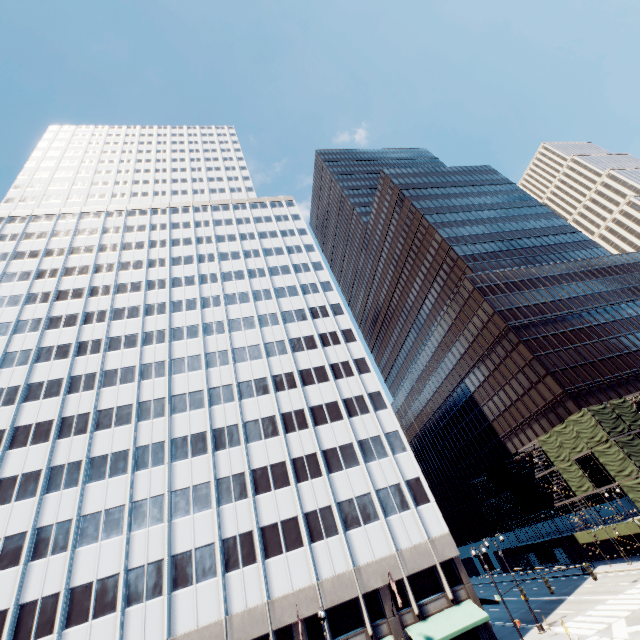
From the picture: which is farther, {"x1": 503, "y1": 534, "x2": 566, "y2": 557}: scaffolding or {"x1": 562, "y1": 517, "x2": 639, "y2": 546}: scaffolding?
{"x1": 503, "y1": 534, "x2": 566, "y2": 557}: scaffolding

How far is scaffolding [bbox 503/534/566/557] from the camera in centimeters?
4714cm

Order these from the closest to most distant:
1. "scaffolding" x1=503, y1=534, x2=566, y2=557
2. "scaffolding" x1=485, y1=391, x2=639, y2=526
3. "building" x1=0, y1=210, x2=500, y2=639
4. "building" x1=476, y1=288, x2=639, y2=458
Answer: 1. "building" x1=0, y1=210, x2=500, y2=639
2. "scaffolding" x1=485, y1=391, x2=639, y2=526
3. "scaffolding" x1=503, y1=534, x2=566, y2=557
4. "building" x1=476, y1=288, x2=639, y2=458

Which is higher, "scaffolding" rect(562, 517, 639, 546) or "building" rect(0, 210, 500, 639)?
"building" rect(0, 210, 500, 639)

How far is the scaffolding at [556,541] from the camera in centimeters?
4714cm

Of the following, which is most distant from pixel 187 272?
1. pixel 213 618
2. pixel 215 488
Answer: pixel 213 618

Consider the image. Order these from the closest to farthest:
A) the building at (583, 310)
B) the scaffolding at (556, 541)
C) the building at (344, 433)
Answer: the building at (344, 433) → the scaffolding at (556, 541) → the building at (583, 310)
